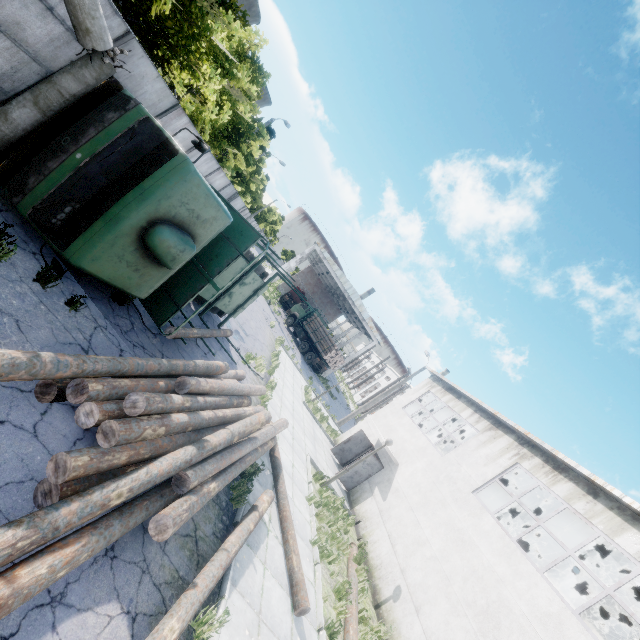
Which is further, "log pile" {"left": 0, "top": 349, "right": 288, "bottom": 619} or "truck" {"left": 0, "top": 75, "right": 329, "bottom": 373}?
"truck" {"left": 0, "top": 75, "right": 329, "bottom": 373}

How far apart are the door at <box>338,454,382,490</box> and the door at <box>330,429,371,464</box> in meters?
2.1 m

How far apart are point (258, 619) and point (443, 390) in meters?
16.0

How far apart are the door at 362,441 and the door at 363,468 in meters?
2.1 m

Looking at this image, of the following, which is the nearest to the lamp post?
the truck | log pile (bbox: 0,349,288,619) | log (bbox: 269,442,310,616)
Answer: the truck

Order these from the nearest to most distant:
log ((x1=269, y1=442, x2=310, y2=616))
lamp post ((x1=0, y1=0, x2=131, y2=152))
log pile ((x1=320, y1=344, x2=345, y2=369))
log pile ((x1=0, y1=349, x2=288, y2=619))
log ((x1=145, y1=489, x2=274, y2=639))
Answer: log pile ((x1=0, y1=349, x2=288, y2=619)) < log ((x1=145, y1=489, x2=274, y2=639)) < lamp post ((x1=0, y1=0, x2=131, y2=152)) < log ((x1=269, y1=442, x2=310, y2=616)) < log pile ((x1=320, y1=344, x2=345, y2=369))

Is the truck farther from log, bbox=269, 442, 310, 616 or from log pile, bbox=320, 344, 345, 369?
log pile, bbox=320, 344, 345, 369

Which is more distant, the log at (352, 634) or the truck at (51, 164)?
the log at (352, 634)
